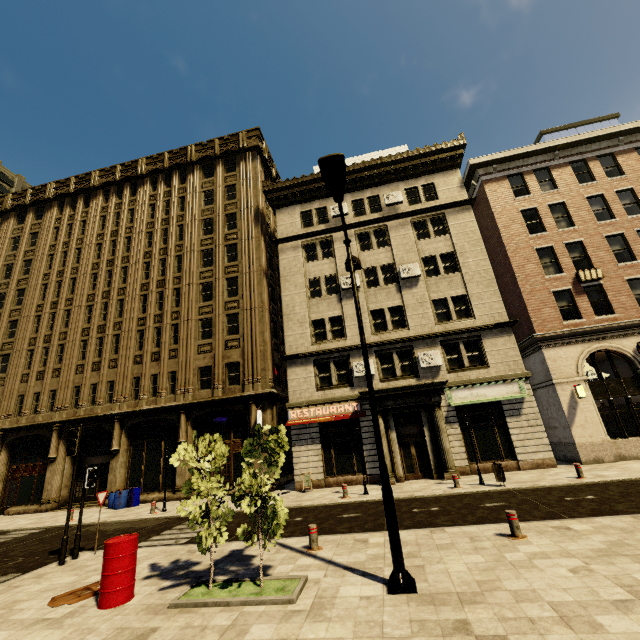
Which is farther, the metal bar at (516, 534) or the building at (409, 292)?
the building at (409, 292)

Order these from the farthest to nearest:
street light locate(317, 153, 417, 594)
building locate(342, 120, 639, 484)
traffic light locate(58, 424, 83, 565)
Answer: building locate(342, 120, 639, 484) < traffic light locate(58, 424, 83, 565) < street light locate(317, 153, 417, 594)

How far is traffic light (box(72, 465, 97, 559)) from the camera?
10.00m

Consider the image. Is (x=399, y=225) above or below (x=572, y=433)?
above

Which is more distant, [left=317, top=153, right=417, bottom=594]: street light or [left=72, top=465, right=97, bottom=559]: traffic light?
[left=72, top=465, right=97, bottom=559]: traffic light

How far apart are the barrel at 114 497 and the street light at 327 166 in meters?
19.4 m

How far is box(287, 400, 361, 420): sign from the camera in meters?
19.2 m

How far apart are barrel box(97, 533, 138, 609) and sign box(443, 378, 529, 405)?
15.84m
